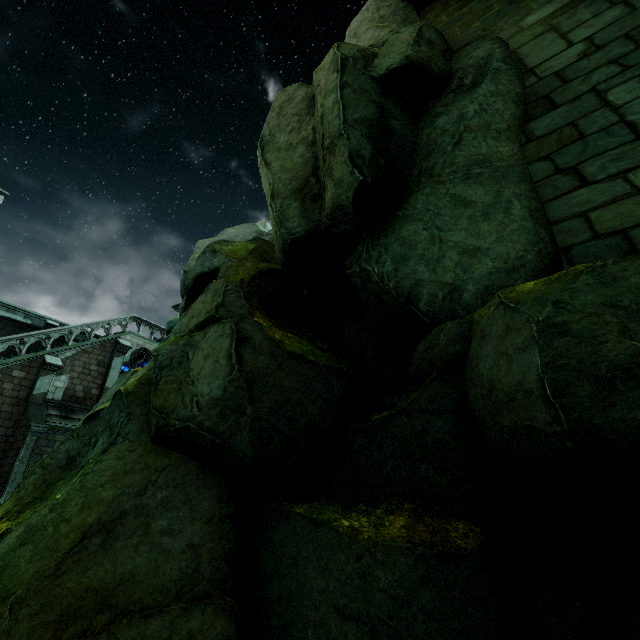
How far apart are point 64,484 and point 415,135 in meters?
9.1

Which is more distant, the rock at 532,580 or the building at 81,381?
the building at 81,381

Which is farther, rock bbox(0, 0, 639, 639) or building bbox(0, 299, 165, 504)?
building bbox(0, 299, 165, 504)
